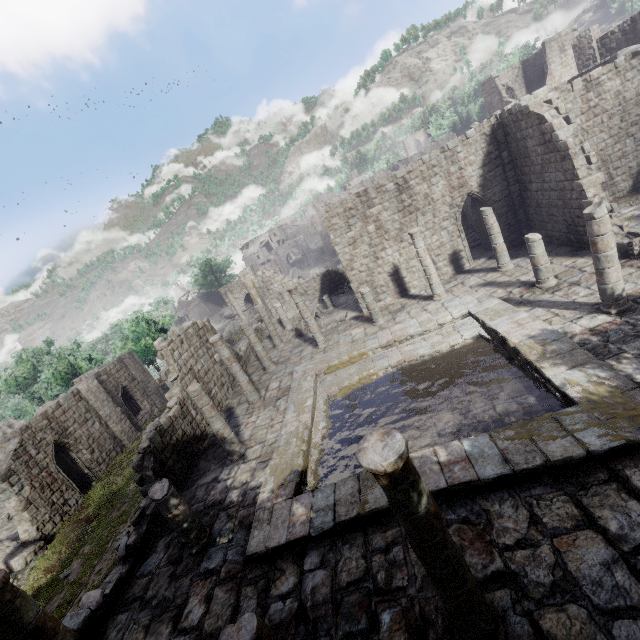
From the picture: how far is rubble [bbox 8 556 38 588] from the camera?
15.2 meters

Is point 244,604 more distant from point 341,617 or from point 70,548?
point 70,548

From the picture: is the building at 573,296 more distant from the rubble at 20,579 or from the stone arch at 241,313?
the stone arch at 241,313

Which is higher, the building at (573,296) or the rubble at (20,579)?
the building at (573,296)

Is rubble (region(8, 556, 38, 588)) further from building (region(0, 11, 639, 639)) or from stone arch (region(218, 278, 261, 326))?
stone arch (region(218, 278, 261, 326))

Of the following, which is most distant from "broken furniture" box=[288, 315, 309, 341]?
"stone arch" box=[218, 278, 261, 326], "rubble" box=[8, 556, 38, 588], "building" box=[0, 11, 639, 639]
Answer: "rubble" box=[8, 556, 38, 588]

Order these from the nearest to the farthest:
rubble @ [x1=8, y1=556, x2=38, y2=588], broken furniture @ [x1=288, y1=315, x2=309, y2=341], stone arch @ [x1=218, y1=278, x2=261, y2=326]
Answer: rubble @ [x1=8, y1=556, x2=38, y2=588], broken furniture @ [x1=288, y1=315, x2=309, y2=341], stone arch @ [x1=218, y1=278, x2=261, y2=326]

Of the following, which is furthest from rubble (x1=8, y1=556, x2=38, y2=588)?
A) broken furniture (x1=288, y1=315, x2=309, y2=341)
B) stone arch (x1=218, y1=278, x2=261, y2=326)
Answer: stone arch (x1=218, y1=278, x2=261, y2=326)
